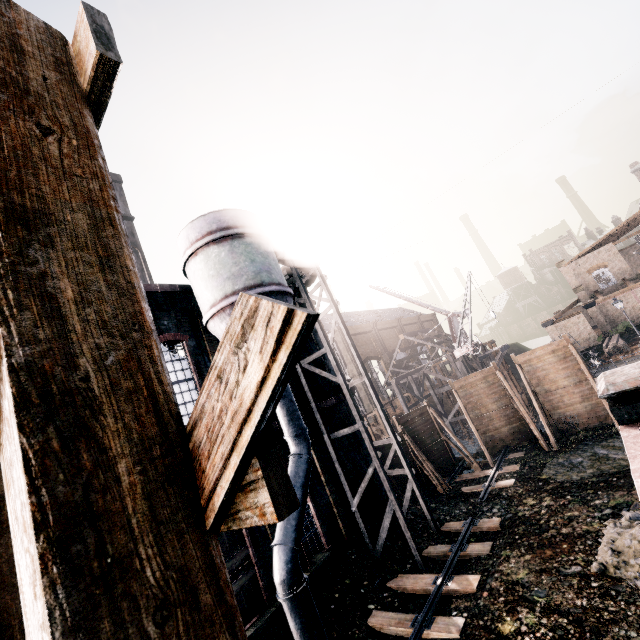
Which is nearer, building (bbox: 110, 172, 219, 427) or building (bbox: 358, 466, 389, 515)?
building (bbox: 110, 172, 219, 427)

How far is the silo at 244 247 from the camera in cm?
1330

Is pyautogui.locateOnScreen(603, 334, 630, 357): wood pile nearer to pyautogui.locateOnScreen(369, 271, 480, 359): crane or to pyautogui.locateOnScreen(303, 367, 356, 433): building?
pyautogui.locateOnScreen(369, 271, 480, 359): crane

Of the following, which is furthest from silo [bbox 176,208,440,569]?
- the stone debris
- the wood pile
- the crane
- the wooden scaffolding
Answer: the wood pile

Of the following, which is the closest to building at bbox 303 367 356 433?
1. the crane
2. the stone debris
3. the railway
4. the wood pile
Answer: the stone debris

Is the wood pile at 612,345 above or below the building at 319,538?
below

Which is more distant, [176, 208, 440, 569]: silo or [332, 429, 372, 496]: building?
[332, 429, 372, 496]: building

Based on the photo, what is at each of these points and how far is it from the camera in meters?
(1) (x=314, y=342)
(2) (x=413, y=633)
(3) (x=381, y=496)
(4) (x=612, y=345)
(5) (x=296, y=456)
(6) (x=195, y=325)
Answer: (1) building, 20.8 m
(2) railway, 10.0 m
(3) building, 18.4 m
(4) wood pile, 33.3 m
(5) silo, 12.7 m
(6) building, 15.4 m
